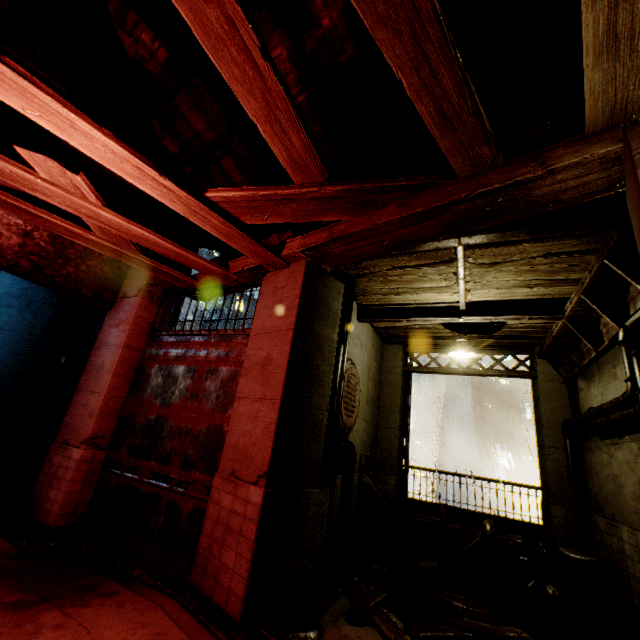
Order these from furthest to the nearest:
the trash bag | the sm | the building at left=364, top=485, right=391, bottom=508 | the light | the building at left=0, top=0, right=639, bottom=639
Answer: the building at left=364, top=485, right=391, bottom=508
the light
the trash bag
the sm
the building at left=0, top=0, right=639, bottom=639

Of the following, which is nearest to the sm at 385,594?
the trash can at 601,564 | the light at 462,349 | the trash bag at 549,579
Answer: the trash bag at 549,579

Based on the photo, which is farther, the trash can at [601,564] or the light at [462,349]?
the light at [462,349]

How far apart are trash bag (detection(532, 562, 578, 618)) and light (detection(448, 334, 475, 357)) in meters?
4.3 m

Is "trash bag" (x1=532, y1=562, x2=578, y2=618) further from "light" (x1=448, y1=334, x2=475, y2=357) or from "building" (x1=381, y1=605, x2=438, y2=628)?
"light" (x1=448, y1=334, x2=475, y2=357)

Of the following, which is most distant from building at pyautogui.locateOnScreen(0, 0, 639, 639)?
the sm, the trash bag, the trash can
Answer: the trash bag

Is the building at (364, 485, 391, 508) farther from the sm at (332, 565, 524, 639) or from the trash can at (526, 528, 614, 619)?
the trash can at (526, 528, 614, 619)

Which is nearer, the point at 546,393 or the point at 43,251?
the point at 43,251
